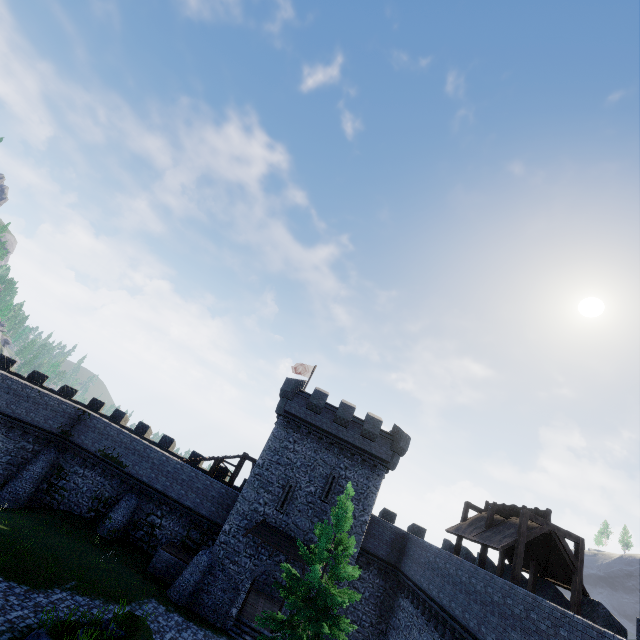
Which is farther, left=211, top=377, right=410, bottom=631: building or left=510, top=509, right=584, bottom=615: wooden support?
left=211, top=377, right=410, bottom=631: building

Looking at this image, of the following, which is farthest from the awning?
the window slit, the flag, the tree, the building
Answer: the flag

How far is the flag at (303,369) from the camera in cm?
3495

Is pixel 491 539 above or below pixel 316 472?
above

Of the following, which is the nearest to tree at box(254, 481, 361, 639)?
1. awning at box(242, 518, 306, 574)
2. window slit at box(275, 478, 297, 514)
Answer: awning at box(242, 518, 306, 574)

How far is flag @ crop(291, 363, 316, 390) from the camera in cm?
3495

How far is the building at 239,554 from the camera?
23.3 meters

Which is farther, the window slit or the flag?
the flag
